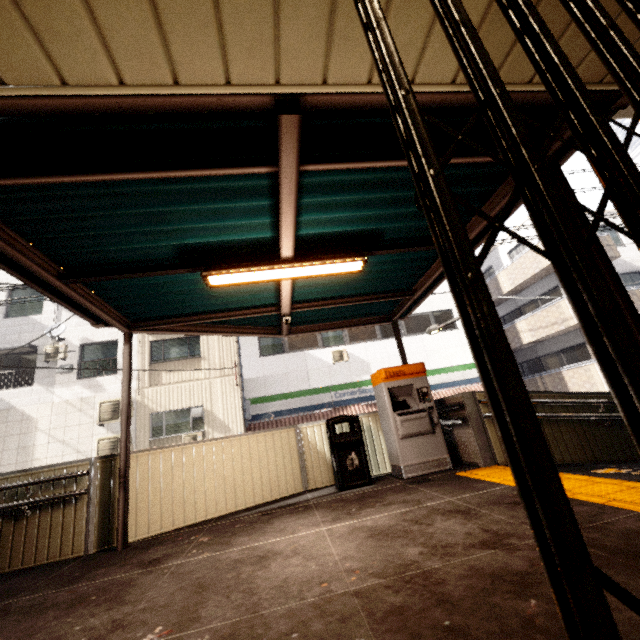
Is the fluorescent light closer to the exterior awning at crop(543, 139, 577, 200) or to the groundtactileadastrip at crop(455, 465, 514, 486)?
the exterior awning at crop(543, 139, 577, 200)

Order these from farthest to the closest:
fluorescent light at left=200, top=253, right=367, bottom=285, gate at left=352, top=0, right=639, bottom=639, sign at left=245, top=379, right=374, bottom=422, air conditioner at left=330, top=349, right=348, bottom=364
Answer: air conditioner at left=330, top=349, right=348, bottom=364 < sign at left=245, top=379, right=374, bottom=422 < fluorescent light at left=200, top=253, right=367, bottom=285 < gate at left=352, top=0, right=639, bottom=639

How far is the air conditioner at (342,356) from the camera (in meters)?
15.02

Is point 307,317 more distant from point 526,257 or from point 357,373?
point 526,257

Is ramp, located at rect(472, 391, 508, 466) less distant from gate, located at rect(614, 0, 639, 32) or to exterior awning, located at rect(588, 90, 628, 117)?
exterior awning, located at rect(588, 90, 628, 117)

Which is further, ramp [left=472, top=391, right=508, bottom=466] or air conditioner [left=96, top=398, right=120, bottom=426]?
air conditioner [left=96, top=398, right=120, bottom=426]

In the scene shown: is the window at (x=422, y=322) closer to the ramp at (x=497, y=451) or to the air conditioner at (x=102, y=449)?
the ramp at (x=497, y=451)

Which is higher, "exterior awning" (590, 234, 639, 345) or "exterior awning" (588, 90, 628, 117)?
"exterior awning" (588, 90, 628, 117)
